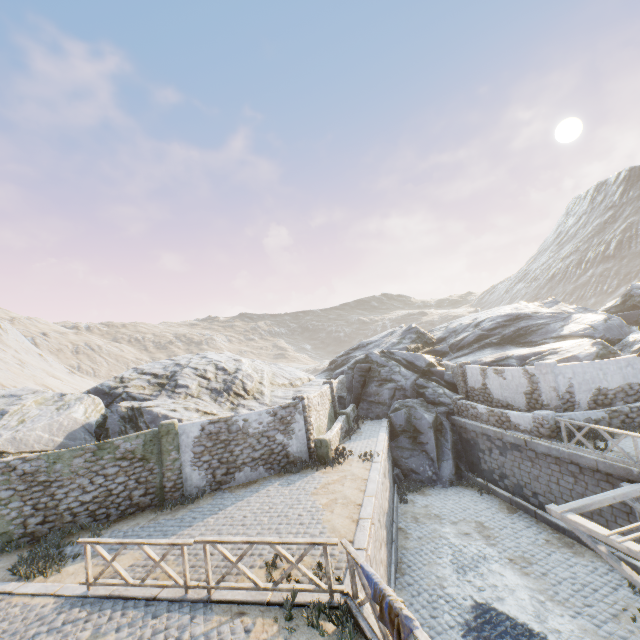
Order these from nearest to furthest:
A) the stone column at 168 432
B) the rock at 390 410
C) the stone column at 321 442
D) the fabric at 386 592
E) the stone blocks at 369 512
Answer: the fabric at 386 592, the stone blocks at 369 512, the stone column at 168 432, the stone column at 321 442, the rock at 390 410

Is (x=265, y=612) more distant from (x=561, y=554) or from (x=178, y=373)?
(x=178, y=373)

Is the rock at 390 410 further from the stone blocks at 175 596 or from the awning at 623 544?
the awning at 623 544

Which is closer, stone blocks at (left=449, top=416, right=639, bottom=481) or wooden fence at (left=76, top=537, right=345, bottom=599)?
wooden fence at (left=76, top=537, right=345, bottom=599)

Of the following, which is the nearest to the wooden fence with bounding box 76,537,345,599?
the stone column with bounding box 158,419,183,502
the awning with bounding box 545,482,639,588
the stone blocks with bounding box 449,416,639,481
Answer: the stone blocks with bounding box 449,416,639,481

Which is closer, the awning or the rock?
the awning

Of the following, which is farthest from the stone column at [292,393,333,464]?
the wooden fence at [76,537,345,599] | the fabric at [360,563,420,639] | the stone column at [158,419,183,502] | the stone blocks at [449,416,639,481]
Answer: the fabric at [360,563,420,639]

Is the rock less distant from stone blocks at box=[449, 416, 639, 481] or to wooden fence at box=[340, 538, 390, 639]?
stone blocks at box=[449, 416, 639, 481]
